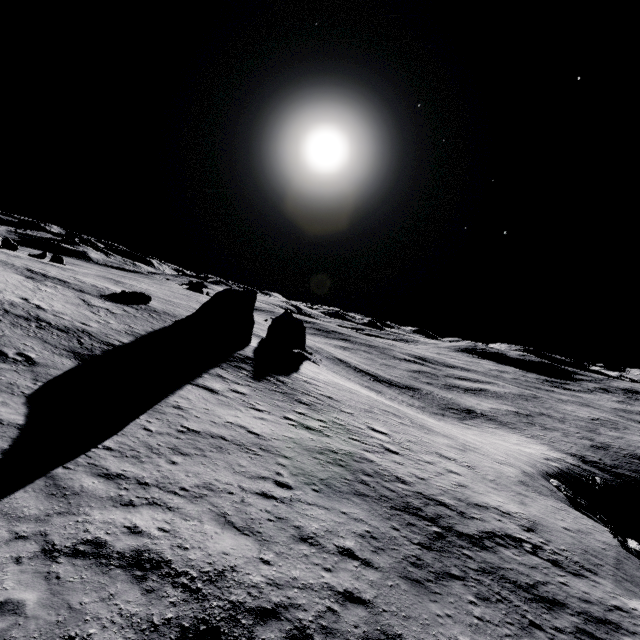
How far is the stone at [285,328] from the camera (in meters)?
47.59

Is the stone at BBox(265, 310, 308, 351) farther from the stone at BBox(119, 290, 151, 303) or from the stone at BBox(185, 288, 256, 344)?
the stone at BBox(119, 290, 151, 303)

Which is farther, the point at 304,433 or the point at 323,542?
the point at 304,433

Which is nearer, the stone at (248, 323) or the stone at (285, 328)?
the stone at (248, 323)

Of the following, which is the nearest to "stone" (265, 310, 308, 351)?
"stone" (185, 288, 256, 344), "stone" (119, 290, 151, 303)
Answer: "stone" (185, 288, 256, 344)

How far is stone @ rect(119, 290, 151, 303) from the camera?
37.75m

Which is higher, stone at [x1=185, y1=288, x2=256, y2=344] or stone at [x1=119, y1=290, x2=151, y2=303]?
stone at [x1=119, y1=290, x2=151, y2=303]

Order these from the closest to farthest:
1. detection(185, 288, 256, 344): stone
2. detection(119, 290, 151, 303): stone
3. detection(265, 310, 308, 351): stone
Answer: detection(185, 288, 256, 344): stone < detection(119, 290, 151, 303): stone < detection(265, 310, 308, 351): stone
